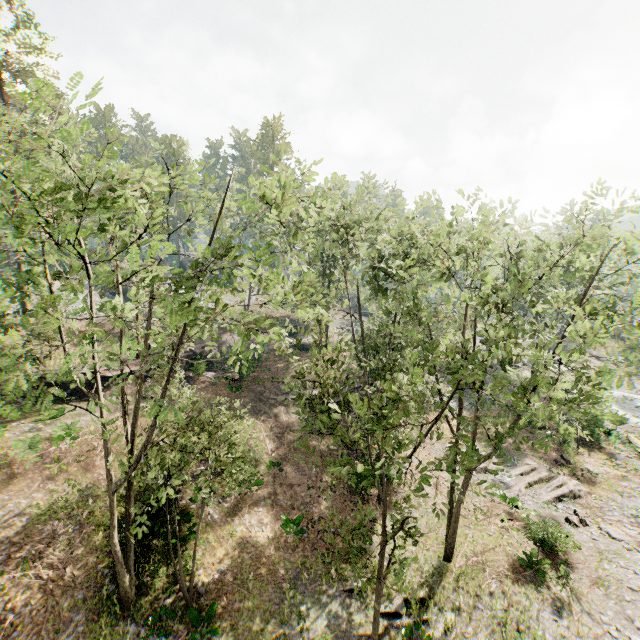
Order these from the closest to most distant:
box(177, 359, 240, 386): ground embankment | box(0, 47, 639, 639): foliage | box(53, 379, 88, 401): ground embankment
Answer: box(0, 47, 639, 639): foliage, box(53, 379, 88, 401): ground embankment, box(177, 359, 240, 386): ground embankment

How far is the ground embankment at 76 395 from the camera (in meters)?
24.16

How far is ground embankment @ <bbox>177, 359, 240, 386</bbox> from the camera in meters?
28.2 m

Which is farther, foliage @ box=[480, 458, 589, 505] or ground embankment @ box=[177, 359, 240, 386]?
ground embankment @ box=[177, 359, 240, 386]

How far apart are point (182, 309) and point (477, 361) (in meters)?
8.01

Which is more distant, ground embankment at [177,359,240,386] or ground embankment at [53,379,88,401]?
ground embankment at [177,359,240,386]

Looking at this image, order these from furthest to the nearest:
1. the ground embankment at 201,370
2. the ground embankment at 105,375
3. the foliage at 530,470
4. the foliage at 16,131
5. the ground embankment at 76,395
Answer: the ground embankment at 201,370
the ground embankment at 105,375
the ground embankment at 76,395
the foliage at 530,470
the foliage at 16,131
